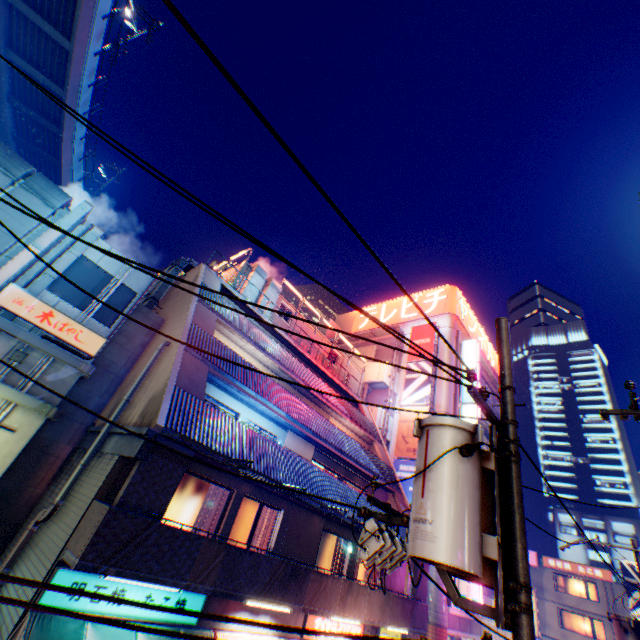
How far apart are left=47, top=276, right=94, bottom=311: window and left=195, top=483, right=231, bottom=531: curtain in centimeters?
641cm

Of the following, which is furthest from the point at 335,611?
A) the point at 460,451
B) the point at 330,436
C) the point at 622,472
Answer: the point at 622,472

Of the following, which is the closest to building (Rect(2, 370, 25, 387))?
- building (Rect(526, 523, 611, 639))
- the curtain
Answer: the curtain

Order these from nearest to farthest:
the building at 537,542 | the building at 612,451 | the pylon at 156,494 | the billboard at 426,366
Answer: the pylon at 156,494 < the billboard at 426,366 < the building at 537,542 < the building at 612,451

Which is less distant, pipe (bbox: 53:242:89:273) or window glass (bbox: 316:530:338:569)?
pipe (bbox: 53:242:89:273)

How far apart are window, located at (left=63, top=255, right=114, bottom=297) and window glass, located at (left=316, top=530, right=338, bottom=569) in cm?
1215

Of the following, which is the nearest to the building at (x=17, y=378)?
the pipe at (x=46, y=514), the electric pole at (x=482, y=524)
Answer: the pipe at (x=46, y=514)

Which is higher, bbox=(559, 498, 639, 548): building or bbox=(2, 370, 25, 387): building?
bbox=(559, 498, 639, 548): building
